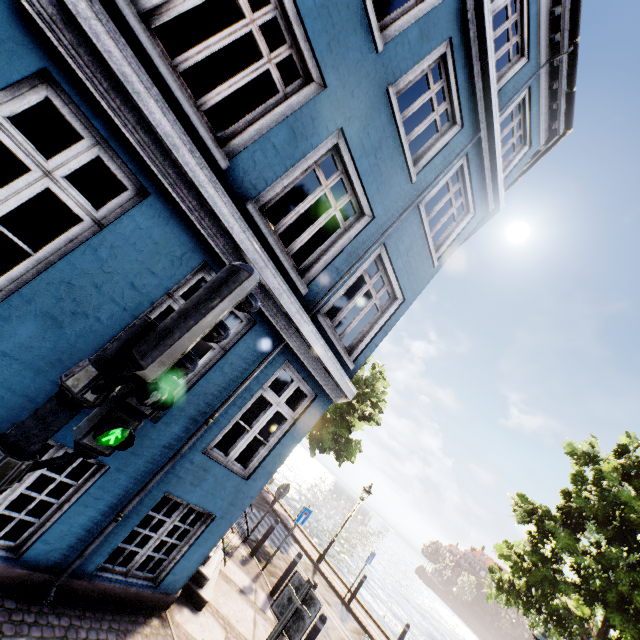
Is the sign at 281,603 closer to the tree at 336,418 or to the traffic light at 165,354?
the traffic light at 165,354

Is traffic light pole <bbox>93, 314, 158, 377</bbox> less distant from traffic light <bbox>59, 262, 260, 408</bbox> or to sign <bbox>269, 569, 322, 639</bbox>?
traffic light <bbox>59, 262, 260, 408</bbox>

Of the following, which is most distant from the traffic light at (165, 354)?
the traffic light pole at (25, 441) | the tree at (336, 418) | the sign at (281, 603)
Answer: the tree at (336, 418)

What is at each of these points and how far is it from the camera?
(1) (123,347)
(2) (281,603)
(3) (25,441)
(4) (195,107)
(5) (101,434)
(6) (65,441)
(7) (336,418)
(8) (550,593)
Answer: (1) traffic light pole, 1.7m
(2) sign, 3.8m
(3) traffic light pole, 1.5m
(4) building, 3.4m
(5) pedestrian light, 1.6m
(6) building, 3.4m
(7) tree, 18.5m
(8) tree, 9.6m

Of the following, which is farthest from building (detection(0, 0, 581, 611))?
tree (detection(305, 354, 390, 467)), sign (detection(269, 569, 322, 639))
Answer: tree (detection(305, 354, 390, 467))

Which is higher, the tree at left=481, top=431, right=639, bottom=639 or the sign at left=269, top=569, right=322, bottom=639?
the tree at left=481, top=431, right=639, bottom=639

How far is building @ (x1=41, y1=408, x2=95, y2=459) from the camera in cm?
333

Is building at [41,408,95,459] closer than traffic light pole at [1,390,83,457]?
No
